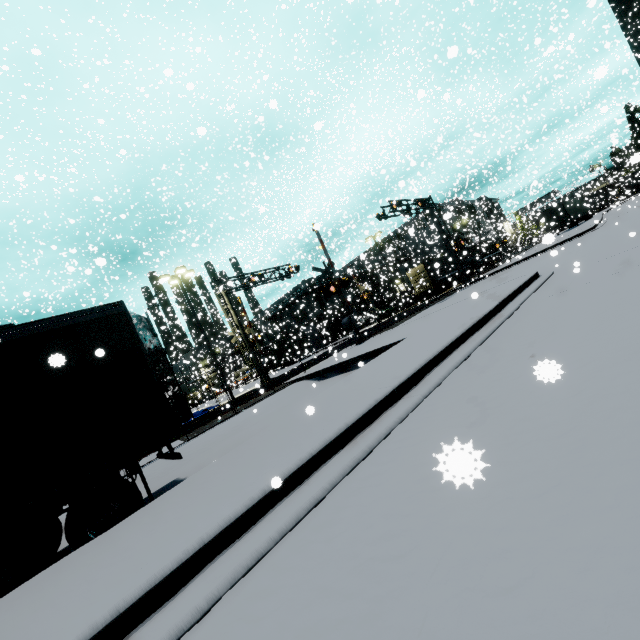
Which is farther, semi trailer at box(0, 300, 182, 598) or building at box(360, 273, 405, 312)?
building at box(360, 273, 405, 312)

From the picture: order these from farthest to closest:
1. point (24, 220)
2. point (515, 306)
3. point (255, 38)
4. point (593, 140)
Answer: point (593, 140)
point (24, 220)
point (255, 38)
point (515, 306)

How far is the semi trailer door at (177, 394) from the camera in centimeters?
659cm

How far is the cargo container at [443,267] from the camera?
33.8 meters

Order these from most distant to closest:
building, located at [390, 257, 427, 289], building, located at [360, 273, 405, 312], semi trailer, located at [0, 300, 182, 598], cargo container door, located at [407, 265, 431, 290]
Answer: building, located at [360, 273, 405, 312] < cargo container door, located at [407, 265, 431, 290] < building, located at [390, 257, 427, 289] < semi trailer, located at [0, 300, 182, 598]

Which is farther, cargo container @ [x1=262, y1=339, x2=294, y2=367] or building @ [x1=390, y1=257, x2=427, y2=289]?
cargo container @ [x1=262, y1=339, x2=294, y2=367]

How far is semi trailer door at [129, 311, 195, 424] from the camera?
6.6 meters

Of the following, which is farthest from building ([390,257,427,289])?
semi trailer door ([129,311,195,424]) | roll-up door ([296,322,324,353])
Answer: semi trailer door ([129,311,195,424])
